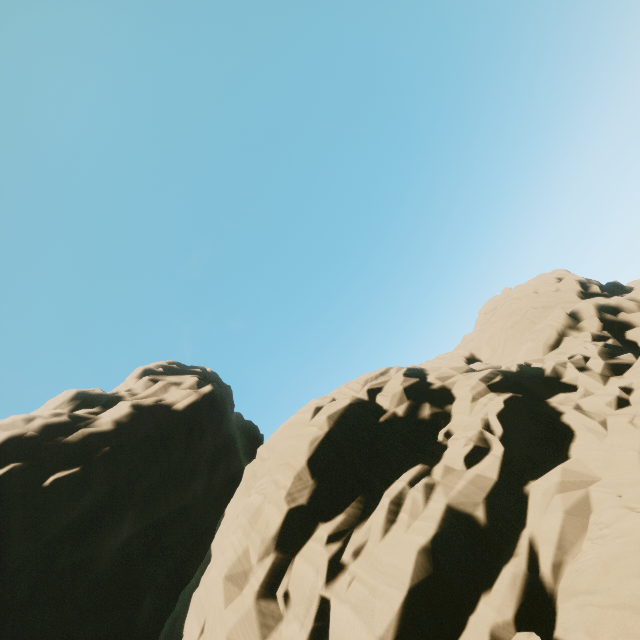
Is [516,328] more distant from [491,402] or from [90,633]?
[90,633]
